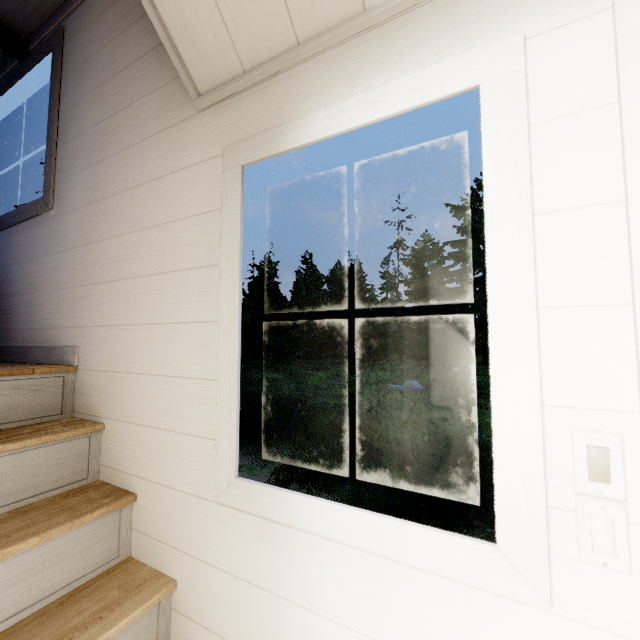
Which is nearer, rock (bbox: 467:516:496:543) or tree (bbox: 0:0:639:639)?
tree (bbox: 0:0:639:639)

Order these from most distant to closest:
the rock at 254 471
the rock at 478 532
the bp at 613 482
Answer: the rock at 254 471
the rock at 478 532
the bp at 613 482

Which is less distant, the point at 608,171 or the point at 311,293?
the point at 608,171

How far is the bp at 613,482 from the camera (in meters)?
0.65

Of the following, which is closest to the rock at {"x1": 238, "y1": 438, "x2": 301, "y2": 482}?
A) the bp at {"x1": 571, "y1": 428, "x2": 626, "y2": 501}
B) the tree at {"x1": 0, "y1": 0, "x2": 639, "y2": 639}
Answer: the tree at {"x1": 0, "y1": 0, "x2": 639, "y2": 639}

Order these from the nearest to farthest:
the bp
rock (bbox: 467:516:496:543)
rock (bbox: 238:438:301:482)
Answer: the bp, rock (bbox: 467:516:496:543), rock (bbox: 238:438:301:482)
